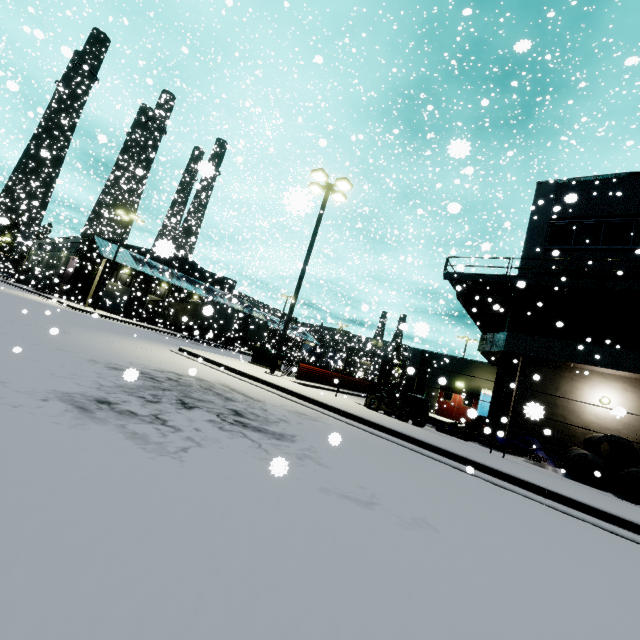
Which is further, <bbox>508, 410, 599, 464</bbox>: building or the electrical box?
the electrical box

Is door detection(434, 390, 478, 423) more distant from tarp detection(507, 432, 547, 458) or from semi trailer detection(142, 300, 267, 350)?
tarp detection(507, 432, 547, 458)

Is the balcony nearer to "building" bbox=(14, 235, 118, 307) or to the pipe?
"building" bbox=(14, 235, 118, 307)

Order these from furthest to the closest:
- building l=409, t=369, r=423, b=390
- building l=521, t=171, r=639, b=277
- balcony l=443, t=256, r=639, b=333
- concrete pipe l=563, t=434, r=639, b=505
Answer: building l=409, t=369, r=423, b=390 → building l=521, t=171, r=639, b=277 → balcony l=443, t=256, r=639, b=333 → concrete pipe l=563, t=434, r=639, b=505

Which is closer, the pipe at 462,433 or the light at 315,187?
the pipe at 462,433

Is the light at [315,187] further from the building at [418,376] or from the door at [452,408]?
the door at [452,408]

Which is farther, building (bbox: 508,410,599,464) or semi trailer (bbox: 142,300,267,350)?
semi trailer (bbox: 142,300,267,350)

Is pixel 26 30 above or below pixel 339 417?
above
